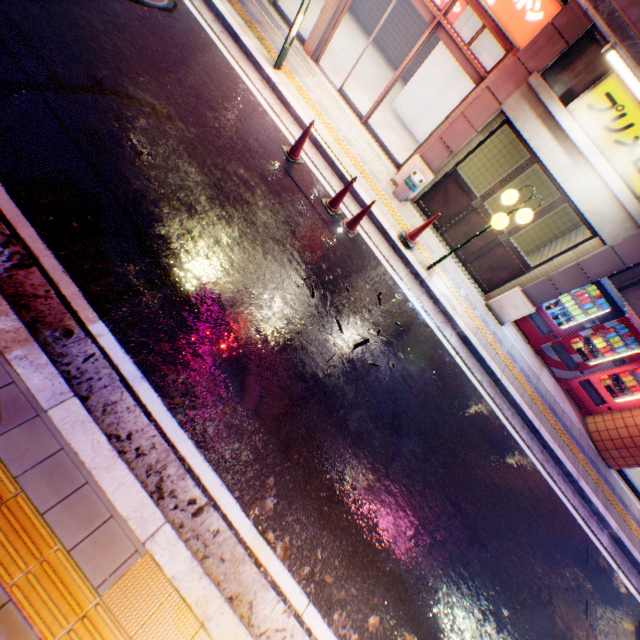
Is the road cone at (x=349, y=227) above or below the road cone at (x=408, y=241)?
below

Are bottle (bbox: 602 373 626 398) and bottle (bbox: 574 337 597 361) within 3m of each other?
yes

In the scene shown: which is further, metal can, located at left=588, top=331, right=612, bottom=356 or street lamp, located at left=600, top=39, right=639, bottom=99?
metal can, located at left=588, top=331, right=612, bottom=356

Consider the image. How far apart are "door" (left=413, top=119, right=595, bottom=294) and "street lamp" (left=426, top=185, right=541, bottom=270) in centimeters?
103cm

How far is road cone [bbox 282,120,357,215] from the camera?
6.1 meters

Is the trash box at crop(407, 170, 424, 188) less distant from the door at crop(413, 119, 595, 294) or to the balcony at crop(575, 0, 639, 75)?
the door at crop(413, 119, 595, 294)

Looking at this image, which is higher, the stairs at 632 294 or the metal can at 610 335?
the stairs at 632 294

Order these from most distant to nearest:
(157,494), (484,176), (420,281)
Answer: (484,176)
(420,281)
(157,494)
